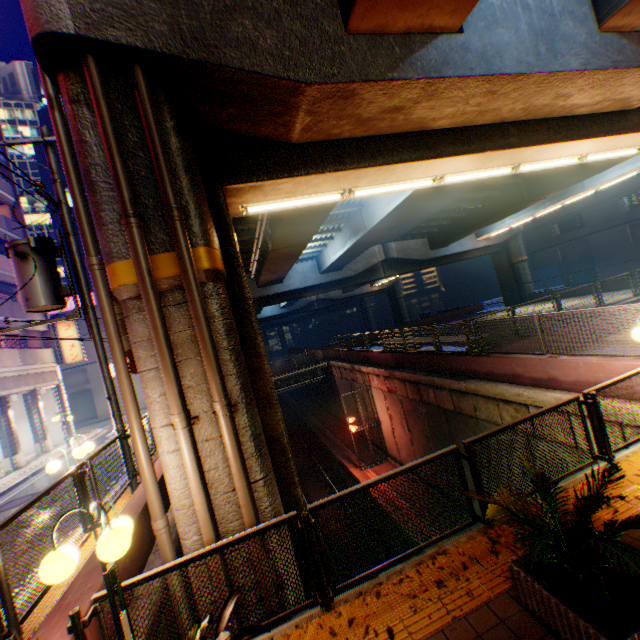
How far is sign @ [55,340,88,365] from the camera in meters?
24.0 m

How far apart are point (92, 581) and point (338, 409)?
27.3m

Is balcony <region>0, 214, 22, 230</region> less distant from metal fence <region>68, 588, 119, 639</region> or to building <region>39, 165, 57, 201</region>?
metal fence <region>68, 588, 119, 639</region>

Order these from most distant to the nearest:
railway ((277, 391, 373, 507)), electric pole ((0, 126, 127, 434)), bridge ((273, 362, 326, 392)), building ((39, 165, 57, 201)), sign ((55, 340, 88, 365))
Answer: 1. building ((39, 165, 57, 201))
2. bridge ((273, 362, 326, 392))
3. sign ((55, 340, 88, 365))
4. railway ((277, 391, 373, 507))
5. electric pole ((0, 126, 127, 434))

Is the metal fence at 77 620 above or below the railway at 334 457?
above

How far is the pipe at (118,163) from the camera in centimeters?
416cm

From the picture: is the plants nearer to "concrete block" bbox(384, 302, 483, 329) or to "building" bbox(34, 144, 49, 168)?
"concrete block" bbox(384, 302, 483, 329)

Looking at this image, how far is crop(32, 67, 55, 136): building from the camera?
58.62m
